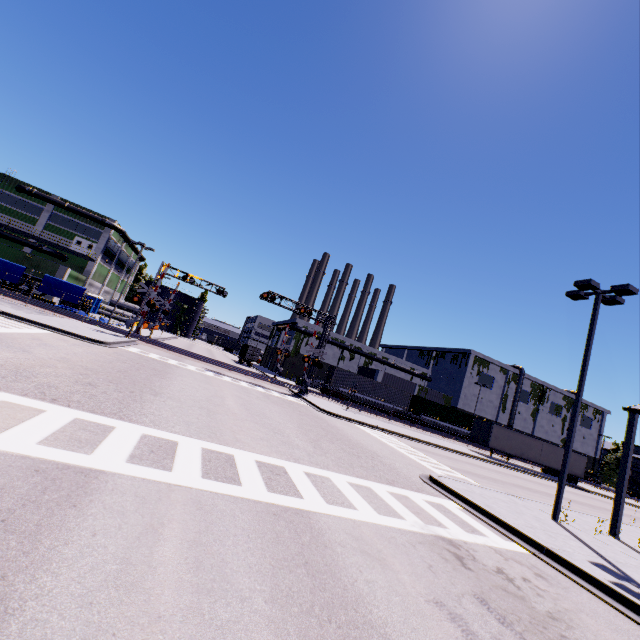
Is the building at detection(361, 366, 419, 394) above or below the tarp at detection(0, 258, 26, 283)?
above

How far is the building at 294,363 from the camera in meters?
56.8 m

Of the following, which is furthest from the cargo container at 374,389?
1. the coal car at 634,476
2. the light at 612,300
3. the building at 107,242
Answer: the light at 612,300

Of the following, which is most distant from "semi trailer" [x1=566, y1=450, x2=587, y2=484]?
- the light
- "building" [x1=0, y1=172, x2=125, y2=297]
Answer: the light

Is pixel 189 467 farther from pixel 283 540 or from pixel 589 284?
pixel 589 284

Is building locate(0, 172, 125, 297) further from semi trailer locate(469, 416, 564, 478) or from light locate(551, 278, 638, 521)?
light locate(551, 278, 638, 521)

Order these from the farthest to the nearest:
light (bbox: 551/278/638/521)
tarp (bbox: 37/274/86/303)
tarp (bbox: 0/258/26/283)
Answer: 1. tarp (bbox: 37/274/86/303)
2. tarp (bbox: 0/258/26/283)
3. light (bbox: 551/278/638/521)

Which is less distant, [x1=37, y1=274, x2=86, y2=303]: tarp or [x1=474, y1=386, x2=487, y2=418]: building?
[x1=37, y1=274, x2=86, y2=303]: tarp
